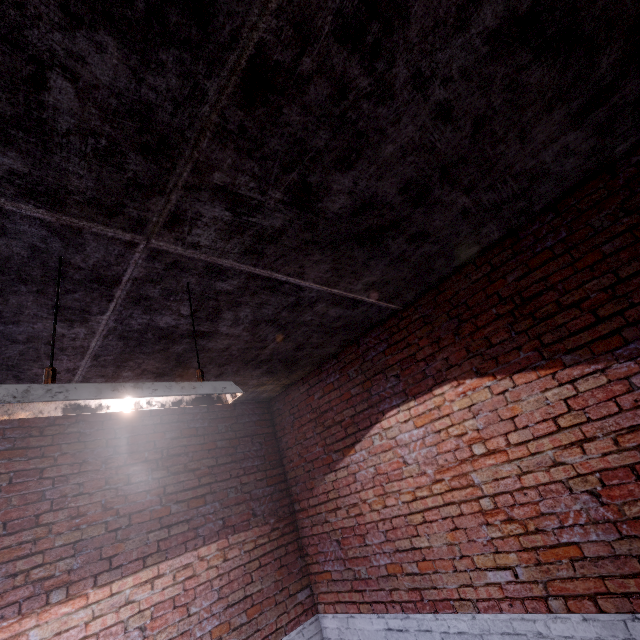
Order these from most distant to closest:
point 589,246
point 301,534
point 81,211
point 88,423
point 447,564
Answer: point 301,534
point 88,423
point 447,564
point 589,246
point 81,211
